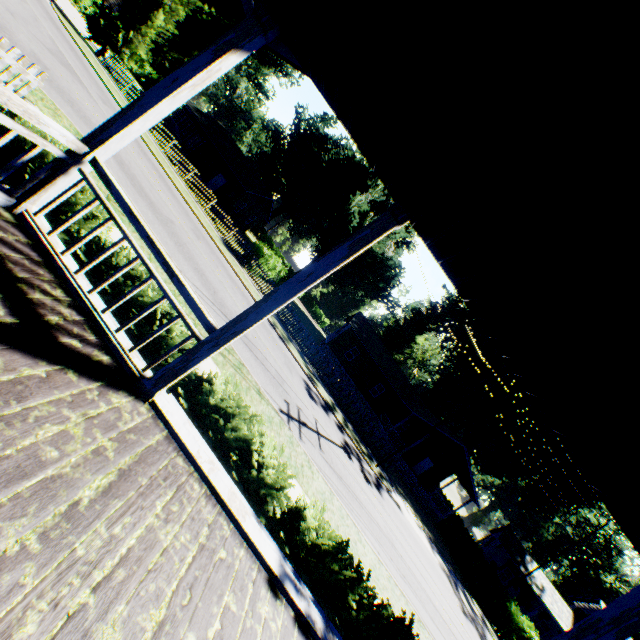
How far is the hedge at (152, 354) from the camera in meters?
5.5 m

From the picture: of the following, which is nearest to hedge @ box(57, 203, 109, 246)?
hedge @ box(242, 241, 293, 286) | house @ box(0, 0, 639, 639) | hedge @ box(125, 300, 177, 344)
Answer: hedge @ box(125, 300, 177, 344)

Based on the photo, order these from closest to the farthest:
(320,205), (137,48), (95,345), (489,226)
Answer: (489,226), (95,345), (137,48), (320,205)

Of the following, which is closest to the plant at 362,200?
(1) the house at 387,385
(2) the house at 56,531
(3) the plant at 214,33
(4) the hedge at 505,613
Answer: (2) the house at 56,531

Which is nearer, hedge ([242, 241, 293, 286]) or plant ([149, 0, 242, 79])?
hedge ([242, 241, 293, 286])

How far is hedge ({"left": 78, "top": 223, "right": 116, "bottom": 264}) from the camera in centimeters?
550cm

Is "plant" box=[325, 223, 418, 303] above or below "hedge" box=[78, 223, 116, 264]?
above

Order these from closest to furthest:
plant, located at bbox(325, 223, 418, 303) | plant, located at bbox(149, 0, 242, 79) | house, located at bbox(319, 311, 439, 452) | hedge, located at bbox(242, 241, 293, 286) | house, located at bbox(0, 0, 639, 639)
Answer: house, located at bbox(0, 0, 639, 639)
hedge, located at bbox(242, 241, 293, 286)
house, located at bbox(319, 311, 439, 452)
plant, located at bbox(325, 223, 418, 303)
plant, located at bbox(149, 0, 242, 79)
